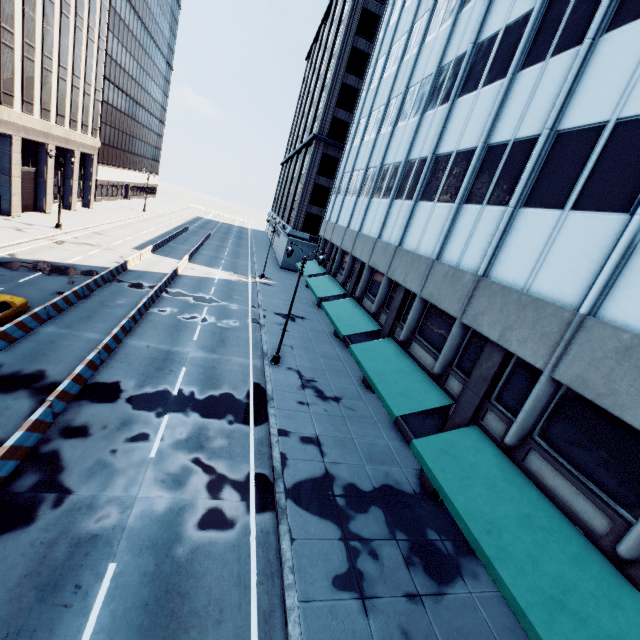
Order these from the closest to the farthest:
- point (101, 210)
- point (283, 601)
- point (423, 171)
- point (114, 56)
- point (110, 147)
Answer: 1. point (283, 601)
2. point (423, 171)
3. point (101, 210)
4. point (114, 56)
5. point (110, 147)

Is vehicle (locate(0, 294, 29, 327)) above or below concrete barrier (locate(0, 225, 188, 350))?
above

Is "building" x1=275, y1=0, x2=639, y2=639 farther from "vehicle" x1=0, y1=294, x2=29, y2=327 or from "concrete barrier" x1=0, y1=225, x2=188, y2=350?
"vehicle" x1=0, y1=294, x2=29, y2=327

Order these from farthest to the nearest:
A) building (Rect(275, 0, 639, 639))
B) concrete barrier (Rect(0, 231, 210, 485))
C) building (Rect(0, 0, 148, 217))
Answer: building (Rect(0, 0, 148, 217))
concrete barrier (Rect(0, 231, 210, 485))
building (Rect(275, 0, 639, 639))

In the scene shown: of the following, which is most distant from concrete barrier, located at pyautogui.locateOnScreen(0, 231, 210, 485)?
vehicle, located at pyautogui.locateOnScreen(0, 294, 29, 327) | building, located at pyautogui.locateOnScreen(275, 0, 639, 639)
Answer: building, located at pyautogui.locateOnScreen(275, 0, 639, 639)

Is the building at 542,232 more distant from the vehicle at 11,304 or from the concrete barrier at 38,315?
the vehicle at 11,304

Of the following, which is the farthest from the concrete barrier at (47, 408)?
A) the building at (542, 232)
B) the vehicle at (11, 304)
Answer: the building at (542, 232)

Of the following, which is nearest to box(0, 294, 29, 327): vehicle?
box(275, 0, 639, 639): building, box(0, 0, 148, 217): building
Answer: box(0, 0, 148, 217): building
